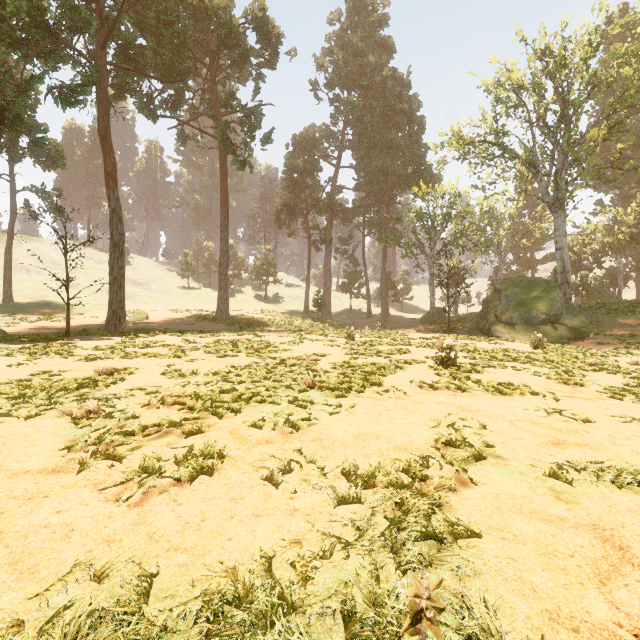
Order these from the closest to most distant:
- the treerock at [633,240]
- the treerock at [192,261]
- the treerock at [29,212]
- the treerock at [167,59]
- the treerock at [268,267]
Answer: the treerock at [29,212] → the treerock at [167,59] → the treerock at [633,240] → the treerock at [268,267] → the treerock at [192,261]

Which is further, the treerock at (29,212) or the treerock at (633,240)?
the treerock at (633,240)

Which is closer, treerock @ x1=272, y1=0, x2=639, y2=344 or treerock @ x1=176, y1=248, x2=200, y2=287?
treerock @ x1=272, y1=0, x2=639, y2=344

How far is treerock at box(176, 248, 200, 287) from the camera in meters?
51.3 m

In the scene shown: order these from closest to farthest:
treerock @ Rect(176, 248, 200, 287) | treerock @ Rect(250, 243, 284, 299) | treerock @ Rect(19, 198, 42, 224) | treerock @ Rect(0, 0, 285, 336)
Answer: treerock @ Rect(19, 198, 42, 224) → treerock @ Rect(0, 0, 285, 336) → treerock @ Rect(250, 243, 284, 299) → treerock @ Rect(176, 248, 200, 287)

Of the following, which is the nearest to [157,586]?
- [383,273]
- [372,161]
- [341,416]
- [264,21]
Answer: [341,416]
